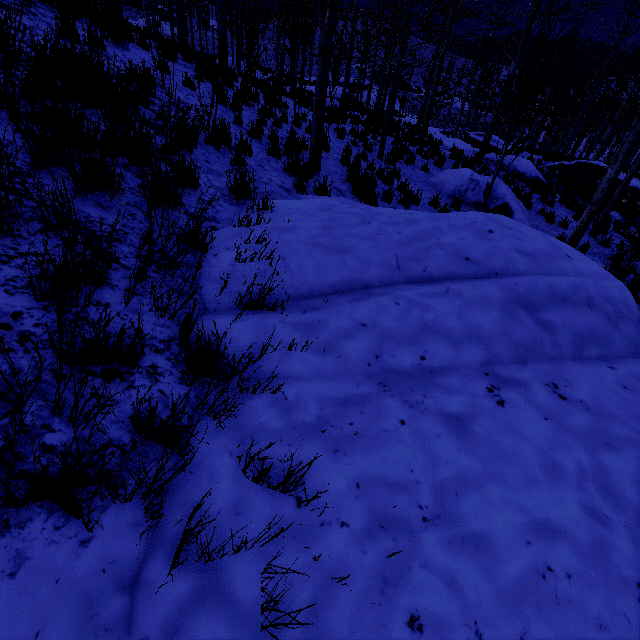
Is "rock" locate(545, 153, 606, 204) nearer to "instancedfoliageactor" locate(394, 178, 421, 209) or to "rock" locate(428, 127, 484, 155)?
"instancedfoliageactor" locate(394, 178, 421, 209)

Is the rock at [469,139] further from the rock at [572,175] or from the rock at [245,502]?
the rock at [245,502]

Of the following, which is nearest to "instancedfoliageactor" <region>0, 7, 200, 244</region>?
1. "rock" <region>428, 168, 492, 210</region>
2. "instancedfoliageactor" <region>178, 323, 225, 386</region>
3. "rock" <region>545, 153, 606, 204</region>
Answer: "instancedfoliageactor" <region>178, 323, 225, 386</region>

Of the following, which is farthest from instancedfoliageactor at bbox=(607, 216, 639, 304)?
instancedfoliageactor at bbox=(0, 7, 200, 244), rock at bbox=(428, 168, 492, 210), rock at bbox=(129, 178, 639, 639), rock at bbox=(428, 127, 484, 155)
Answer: instancedfoliageactor at bbox=(0, 7, 200, 244)

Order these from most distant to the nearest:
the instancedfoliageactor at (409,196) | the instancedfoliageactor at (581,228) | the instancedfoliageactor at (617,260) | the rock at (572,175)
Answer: the rock at (572,175), the instancedfoliageactor at (617,260), the instancedfoliageactor at (409,196), the instancedfoliageactor at (581,228)

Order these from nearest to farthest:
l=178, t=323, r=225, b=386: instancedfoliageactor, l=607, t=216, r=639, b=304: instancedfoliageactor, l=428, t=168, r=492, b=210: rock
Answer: l=178, t=323, r=225, b=386: instancedfoliageactor → l=607, t=216, r=639, b=304: instancedfoliageactor → l=428, t=168, r=492, b=210: rock

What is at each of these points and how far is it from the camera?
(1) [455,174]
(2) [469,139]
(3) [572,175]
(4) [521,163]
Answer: (1) rock, 11.1m
(2) rock, 23.8m
(3) rock, 17.0m
(4) rock, 14.2m

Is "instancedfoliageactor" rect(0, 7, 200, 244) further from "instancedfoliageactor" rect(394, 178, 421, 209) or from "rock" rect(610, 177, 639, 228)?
"rock" rect(610, 177, 639, 228)
